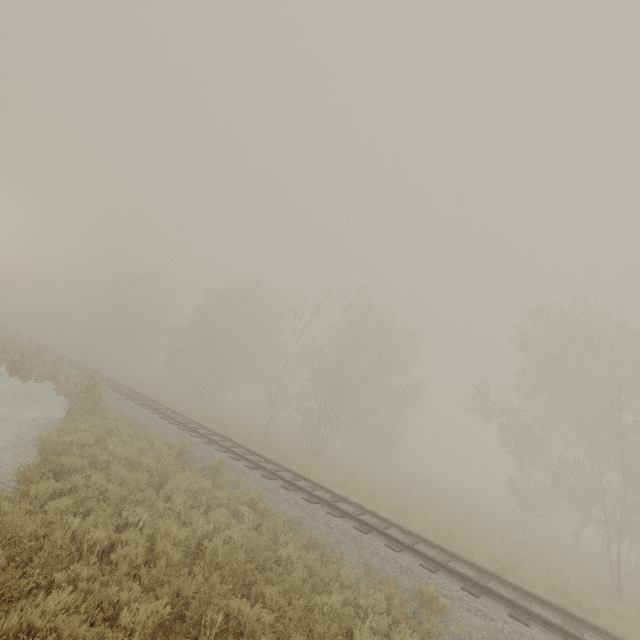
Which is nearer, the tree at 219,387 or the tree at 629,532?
the tree at 629,532

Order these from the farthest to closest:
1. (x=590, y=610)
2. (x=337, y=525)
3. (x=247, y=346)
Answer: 1. (x=247, y=346)
2. (x=590, y=610)
3. (x=337, y=525)

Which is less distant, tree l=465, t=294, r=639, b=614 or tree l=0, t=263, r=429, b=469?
tree l=465, t=294, r=639, b=614
